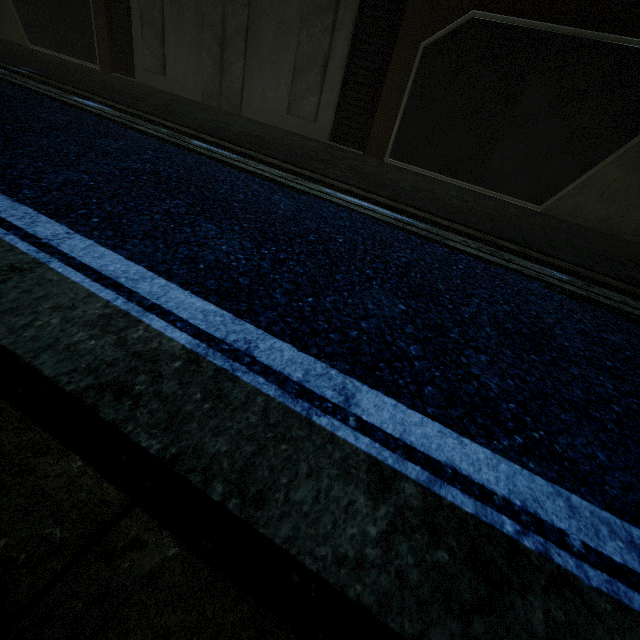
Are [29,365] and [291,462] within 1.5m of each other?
yes
